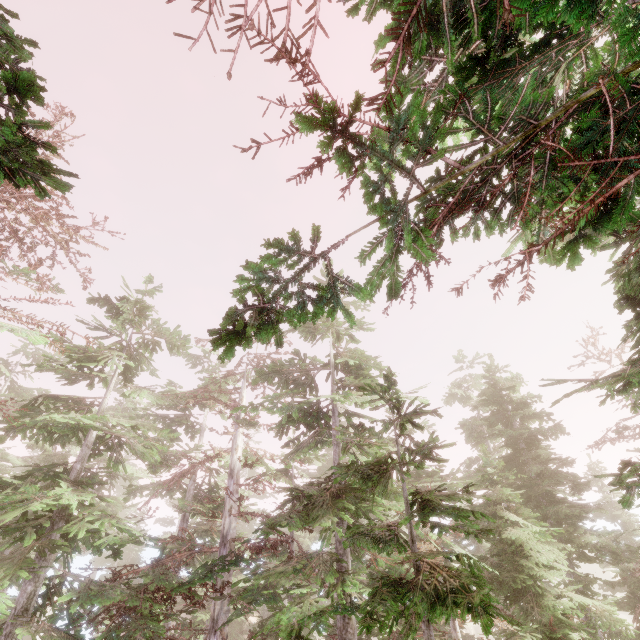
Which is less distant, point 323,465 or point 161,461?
point 161,461
